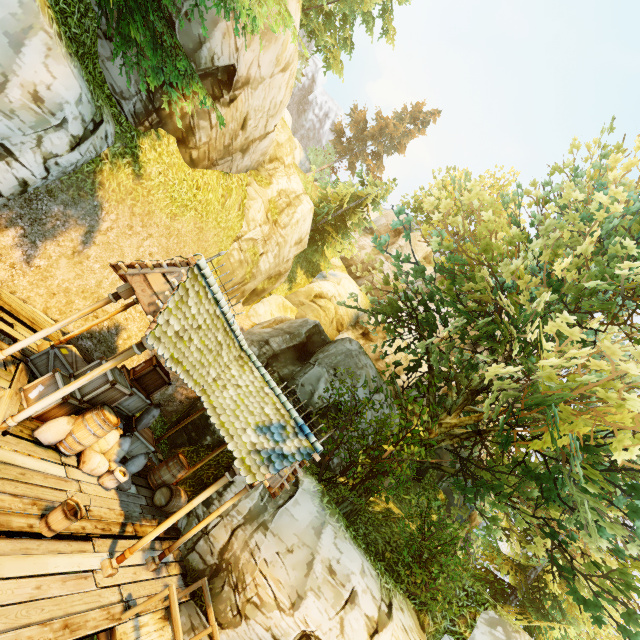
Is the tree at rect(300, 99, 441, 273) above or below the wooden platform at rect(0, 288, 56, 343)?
above

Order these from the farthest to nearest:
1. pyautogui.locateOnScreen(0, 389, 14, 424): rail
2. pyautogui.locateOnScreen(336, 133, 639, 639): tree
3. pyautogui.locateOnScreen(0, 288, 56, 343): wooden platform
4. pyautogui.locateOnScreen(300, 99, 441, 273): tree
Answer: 1. pyautogui.locateOnScreen(300, 99, 441, 273): tree
2. pyautogui.locateOnScreen(0, 288, 56, 343): wooden platform
3. pyautogui.locateOnScreen(336, 133, 639, 639): tree
4. pyautogui.locateOnScreen(0, 389, 14, 424): rail

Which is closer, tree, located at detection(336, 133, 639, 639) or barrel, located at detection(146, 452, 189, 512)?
tree, located at detection(336, 133, 639, 639)

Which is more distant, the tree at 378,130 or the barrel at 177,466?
the tree at 378,130

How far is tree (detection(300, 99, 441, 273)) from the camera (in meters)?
23.89

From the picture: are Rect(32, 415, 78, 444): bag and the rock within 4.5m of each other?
no

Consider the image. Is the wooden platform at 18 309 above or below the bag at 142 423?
below

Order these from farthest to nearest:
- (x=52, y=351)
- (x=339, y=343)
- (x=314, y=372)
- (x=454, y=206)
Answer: (x=454, y=206) < (x=339, y=343) < (x=314, y=372) < (x=52, y=351)
